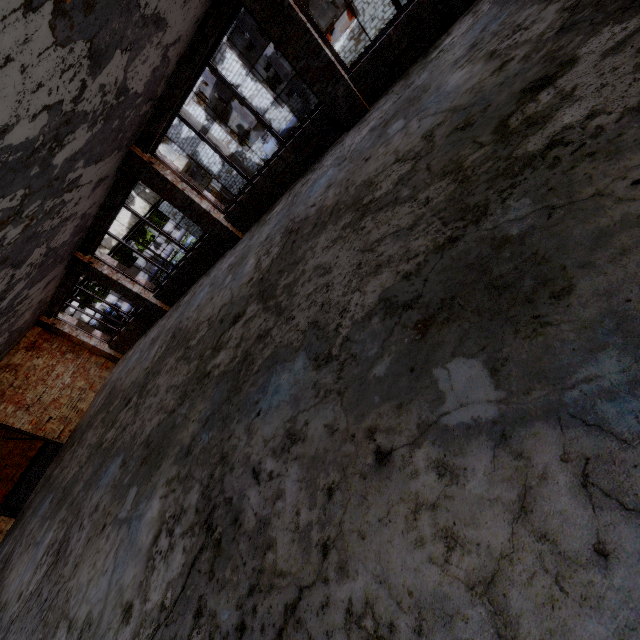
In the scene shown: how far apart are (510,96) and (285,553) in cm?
410

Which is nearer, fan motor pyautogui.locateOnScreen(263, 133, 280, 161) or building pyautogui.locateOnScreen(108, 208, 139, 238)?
building pyautogui.locateOnScreen(108, 208, 139, 238)

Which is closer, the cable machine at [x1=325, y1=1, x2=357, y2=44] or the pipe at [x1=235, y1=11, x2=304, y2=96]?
the pipe at [x1=235, y1=11, x2=304, y2=96]

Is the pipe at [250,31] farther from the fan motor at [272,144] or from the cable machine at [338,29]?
the cable machine at [338,29]

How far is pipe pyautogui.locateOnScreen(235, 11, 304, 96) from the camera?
19.6 meters

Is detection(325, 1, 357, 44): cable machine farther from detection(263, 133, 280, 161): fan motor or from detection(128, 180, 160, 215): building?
detection(128, 180, 160, 215): building

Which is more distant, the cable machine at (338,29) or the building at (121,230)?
the cable machine at (338,29)

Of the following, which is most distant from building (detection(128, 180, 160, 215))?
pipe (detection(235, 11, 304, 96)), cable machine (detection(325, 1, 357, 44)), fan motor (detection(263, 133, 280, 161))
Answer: cable machine (detection(325, 1, 357, 44))
